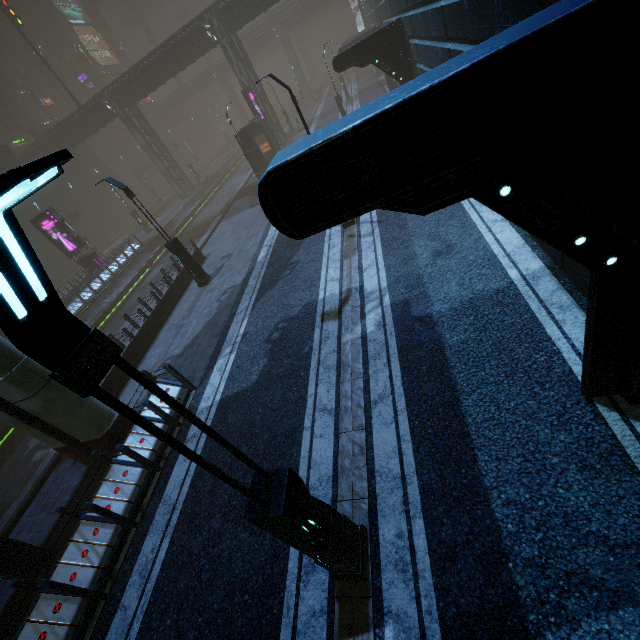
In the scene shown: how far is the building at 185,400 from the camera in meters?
9.1

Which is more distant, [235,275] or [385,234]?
[235,275]

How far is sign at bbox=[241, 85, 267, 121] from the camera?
28.8m

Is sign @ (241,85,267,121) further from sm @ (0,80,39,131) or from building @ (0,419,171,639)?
sm @ (0,80,39,131)

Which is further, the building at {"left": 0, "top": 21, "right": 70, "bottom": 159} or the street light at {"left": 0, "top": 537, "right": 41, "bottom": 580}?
the building at {"left": 0, "top": 21, "right": 70, "bottom": 159}

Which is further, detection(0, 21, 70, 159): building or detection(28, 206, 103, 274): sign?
detection(0, 21, 70, 159): building

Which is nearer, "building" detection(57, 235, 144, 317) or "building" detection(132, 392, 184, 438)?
"building" detection(132, 392, 184, 438)

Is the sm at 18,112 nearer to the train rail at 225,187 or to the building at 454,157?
the building at 454,157
